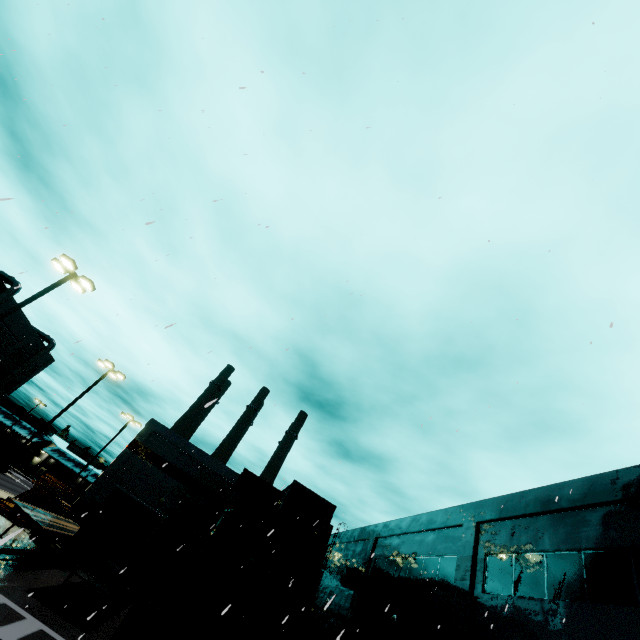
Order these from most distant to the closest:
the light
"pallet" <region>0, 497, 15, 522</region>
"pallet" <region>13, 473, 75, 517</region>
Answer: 1. "pallet" <region>13, 473, 75, 517</region>
2. "pallet" <region>0, 497, 15, 522</region>
3. the light

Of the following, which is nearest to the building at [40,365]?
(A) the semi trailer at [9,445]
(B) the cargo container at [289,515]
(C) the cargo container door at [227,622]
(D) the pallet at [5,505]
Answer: (A) the semi trailer at [9,445]

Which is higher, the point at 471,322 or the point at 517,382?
the point at 471,322

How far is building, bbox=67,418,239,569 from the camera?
28.5m

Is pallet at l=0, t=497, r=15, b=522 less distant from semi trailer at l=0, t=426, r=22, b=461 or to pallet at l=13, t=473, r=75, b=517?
pallet at l=13, t=473, r=75, b=517

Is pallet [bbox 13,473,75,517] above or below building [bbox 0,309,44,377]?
below

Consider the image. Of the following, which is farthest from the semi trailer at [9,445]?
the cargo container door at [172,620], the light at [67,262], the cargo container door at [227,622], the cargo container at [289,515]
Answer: the light at [67,262]

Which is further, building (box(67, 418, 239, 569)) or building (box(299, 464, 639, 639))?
building (box(67, 418, 239, 569))
